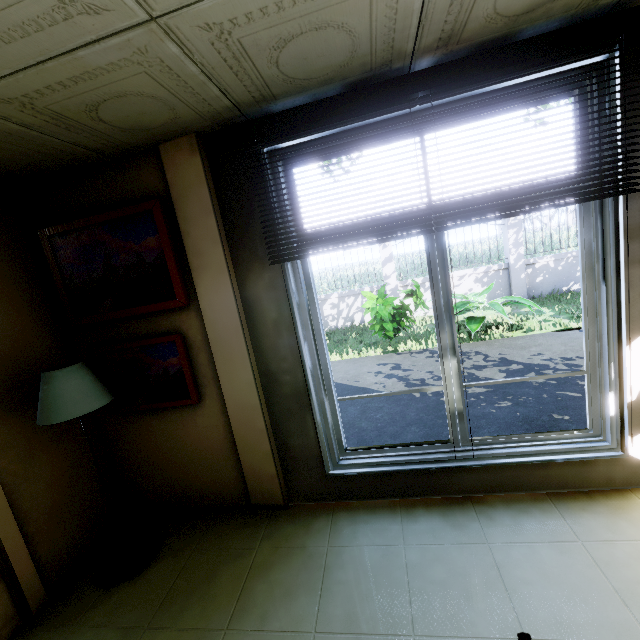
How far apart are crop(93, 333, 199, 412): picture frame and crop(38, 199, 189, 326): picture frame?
0.18m

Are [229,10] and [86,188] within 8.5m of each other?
yes

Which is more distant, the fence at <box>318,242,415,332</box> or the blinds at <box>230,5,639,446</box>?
the fence at <box>318,242,415,332</box>

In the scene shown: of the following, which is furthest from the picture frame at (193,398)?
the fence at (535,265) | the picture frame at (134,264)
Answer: the fence at (535,265)

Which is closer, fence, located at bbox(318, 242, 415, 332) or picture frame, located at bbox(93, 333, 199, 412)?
picture frame, located at bbox(93, 333, 199, 412)

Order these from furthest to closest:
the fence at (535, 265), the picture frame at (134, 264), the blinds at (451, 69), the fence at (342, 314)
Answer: the fence at (342, 314) < the fence at (535, 265) < the picture frame at (134, 264) < the blinds at (451, 69)

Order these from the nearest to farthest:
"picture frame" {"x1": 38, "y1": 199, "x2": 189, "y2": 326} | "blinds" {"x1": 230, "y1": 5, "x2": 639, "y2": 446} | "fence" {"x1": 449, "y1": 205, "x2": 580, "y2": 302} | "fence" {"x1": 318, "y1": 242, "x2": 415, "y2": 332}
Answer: "blinds" {"x1": 230, "y1": 5, "x2": 639, "y2": 446}, "picture frame" {"x1": 38, "y1": 199, "x2": 189, "y2": 326}, "fence" {"x1": 449, "y1": 205, "x2": 580, "y2": 302}, "fence" {"x1": 318, "y1": 242, "x2": 415, "y2": 332}

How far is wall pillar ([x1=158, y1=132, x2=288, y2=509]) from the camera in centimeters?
212cm
